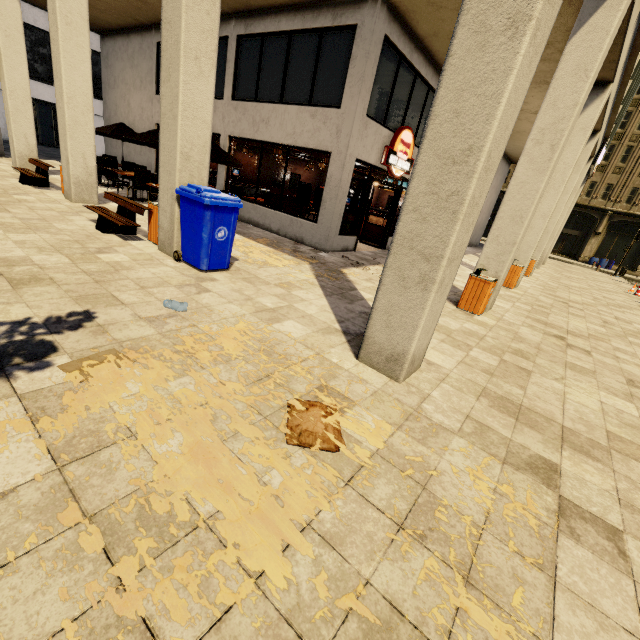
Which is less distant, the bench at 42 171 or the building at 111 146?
the bench at 42 171

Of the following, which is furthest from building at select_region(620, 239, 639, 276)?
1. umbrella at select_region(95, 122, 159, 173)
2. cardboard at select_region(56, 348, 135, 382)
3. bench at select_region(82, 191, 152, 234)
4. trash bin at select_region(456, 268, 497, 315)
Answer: cardboard at select_region(56, 348, 135, 382)

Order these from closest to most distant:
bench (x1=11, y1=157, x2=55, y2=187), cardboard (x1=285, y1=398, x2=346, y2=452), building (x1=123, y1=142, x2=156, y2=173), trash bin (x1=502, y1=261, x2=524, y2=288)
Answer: cardboard (x1=285, y1=398, x2=346, y2=452) < bench (x1=11, y1=157, x2=55, y2=187) < trash bin (x1=502, y1=261, x2=524, y2=288) < building (x1=123, y1=142, x2=156, y2=173)

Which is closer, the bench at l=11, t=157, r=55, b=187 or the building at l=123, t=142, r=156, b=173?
the bench at l=11, t=157, r=55, b=187

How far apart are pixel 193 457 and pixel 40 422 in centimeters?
105cm

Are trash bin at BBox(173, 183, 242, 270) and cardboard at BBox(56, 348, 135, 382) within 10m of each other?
yes

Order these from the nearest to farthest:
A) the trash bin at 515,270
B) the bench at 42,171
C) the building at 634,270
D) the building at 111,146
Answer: the bench at 42,171 < the trash bin at 515,270 < the building at 111,146 < the building at 634,270

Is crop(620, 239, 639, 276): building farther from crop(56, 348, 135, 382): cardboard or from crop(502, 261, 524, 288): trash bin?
crop(56, 348, 135, 382): cardboard
